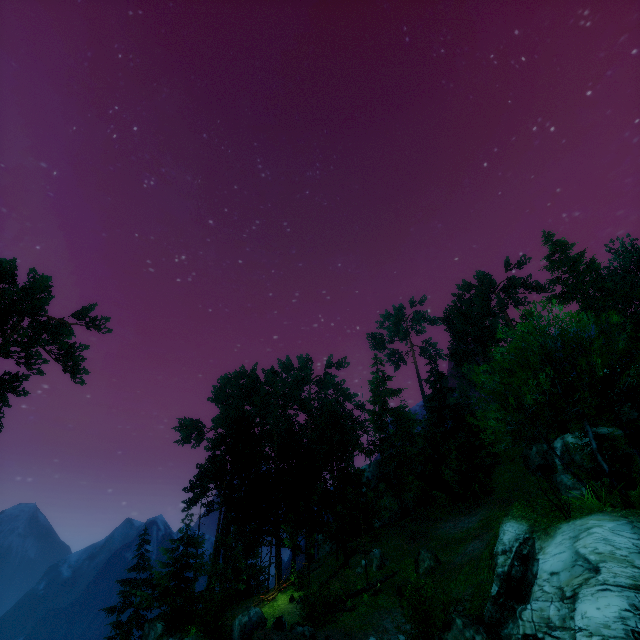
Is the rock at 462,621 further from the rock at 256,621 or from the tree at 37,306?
the rock at 256,621

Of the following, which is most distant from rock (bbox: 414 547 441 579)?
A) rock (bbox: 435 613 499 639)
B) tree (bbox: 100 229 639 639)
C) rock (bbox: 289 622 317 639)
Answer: rock (bbox: 435 613 499 639)

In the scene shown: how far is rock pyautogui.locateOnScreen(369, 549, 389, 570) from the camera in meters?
25.0

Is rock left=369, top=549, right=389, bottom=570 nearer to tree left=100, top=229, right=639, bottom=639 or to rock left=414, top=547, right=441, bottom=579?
tree left=100, top=229, right=639, bottom=639

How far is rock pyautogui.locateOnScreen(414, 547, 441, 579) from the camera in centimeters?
2142cm

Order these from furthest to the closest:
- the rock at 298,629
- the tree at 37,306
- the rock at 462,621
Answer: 1. the tree at 37,306
2. the rock at 298,629
3. the rock at 462,621

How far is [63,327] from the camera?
25.25m

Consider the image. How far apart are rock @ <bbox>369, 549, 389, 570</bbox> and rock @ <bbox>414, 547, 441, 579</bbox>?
3.3m
